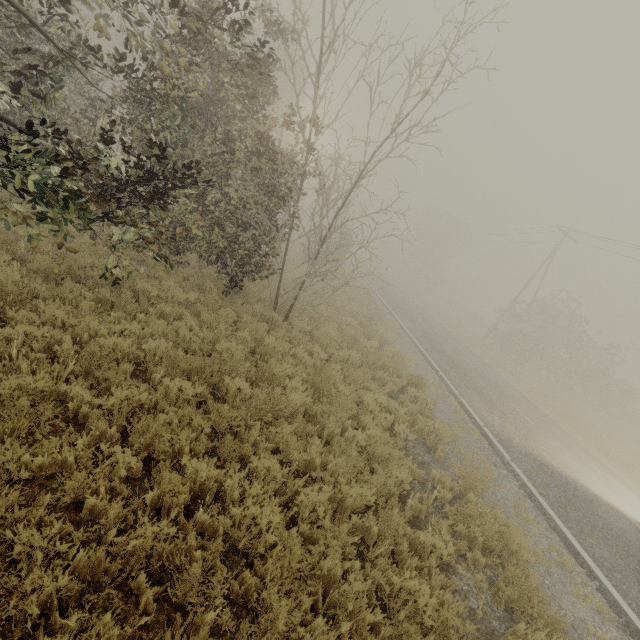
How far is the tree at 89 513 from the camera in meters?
3.2

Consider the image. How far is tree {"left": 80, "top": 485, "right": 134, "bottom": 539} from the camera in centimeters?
323cm

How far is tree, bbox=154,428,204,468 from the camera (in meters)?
4.12

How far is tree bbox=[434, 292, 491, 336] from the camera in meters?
39.7

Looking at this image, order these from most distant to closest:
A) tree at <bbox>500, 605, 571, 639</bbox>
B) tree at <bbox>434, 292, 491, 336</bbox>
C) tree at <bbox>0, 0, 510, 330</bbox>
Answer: tree at <bbox>434, 292, 491, 336</bbox>, tree at <bbox>0, 0, 510, 330</bbox>, tree at <bbox>500, 605, 571, 639</bbox>

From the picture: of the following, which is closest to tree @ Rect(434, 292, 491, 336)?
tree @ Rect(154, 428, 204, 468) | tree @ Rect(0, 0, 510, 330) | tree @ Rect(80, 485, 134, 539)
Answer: tree @ Rect(0, 0, 510, 330)

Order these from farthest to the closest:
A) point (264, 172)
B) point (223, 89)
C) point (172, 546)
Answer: point (264, 172), point (223, 89), point (172, 546)

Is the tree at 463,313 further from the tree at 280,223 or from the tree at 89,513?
the tree at 89,513
